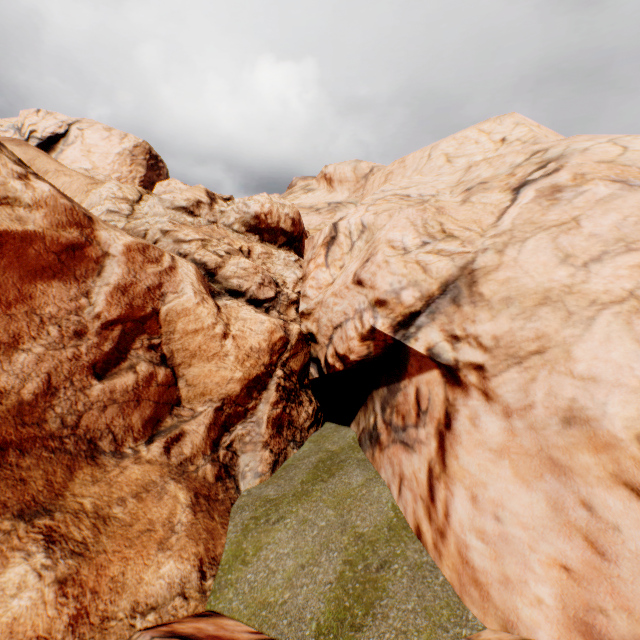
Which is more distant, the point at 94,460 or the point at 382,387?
the point at 382,387
